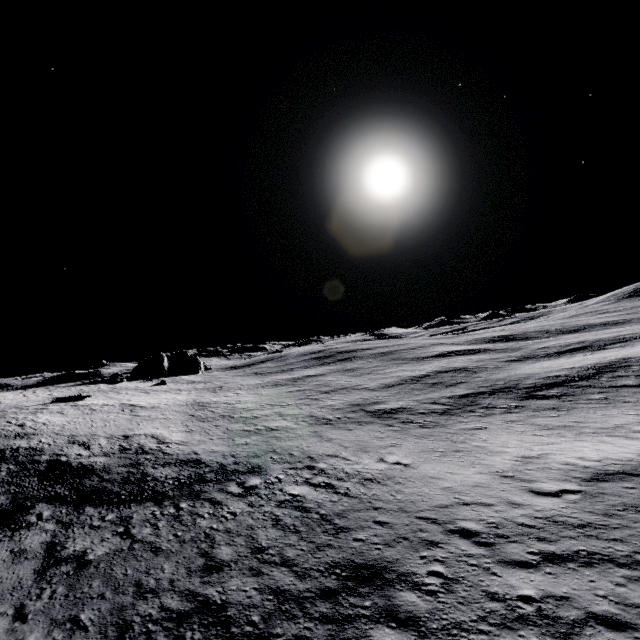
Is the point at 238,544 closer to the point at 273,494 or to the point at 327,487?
the point at 273,494
